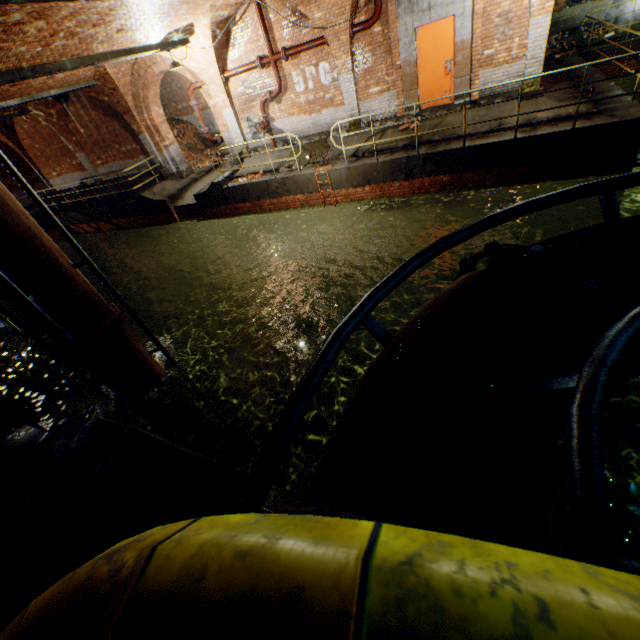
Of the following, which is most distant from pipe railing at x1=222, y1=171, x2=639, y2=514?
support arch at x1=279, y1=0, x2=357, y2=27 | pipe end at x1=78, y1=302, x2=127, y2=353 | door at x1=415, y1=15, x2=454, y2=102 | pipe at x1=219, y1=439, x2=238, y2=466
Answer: door at x1=415, y1=15, x2=454, y2=102

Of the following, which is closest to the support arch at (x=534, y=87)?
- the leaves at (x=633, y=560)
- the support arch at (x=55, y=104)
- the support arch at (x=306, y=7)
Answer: the support arch at (x=306, y=7)

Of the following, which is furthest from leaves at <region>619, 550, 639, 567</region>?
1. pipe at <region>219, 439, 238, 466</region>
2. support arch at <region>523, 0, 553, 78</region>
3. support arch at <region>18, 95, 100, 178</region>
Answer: support arch at <region>18, 95, 100, 178</region>

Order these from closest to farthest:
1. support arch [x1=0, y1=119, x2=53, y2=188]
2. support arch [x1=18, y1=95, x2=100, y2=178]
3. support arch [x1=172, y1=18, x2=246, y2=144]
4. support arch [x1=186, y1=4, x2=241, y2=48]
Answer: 1. support arch [x1=186, y1=4, x2=241, y2=48]
2. support arch [x1=172, y1=18, x2=246, y2=144]
3. support arch [x1=18, y1=95, x2=100, y2=178]
4. support arch [x1=0, y1=119, x2=53, y2=188]

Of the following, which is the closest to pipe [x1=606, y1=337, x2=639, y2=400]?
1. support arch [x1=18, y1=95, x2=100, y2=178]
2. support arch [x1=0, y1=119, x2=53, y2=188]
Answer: support arch [x1=18, y1=95, x2=100, y2=178]

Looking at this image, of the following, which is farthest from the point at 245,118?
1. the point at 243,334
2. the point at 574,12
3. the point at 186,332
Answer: the point at 574,12

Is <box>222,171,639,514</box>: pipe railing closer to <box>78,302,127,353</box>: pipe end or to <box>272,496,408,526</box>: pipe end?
<box>272,496,408,526</box>: pipe end

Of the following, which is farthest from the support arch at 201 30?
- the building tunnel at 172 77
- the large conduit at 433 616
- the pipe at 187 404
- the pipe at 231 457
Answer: the large conduit at 433 616
